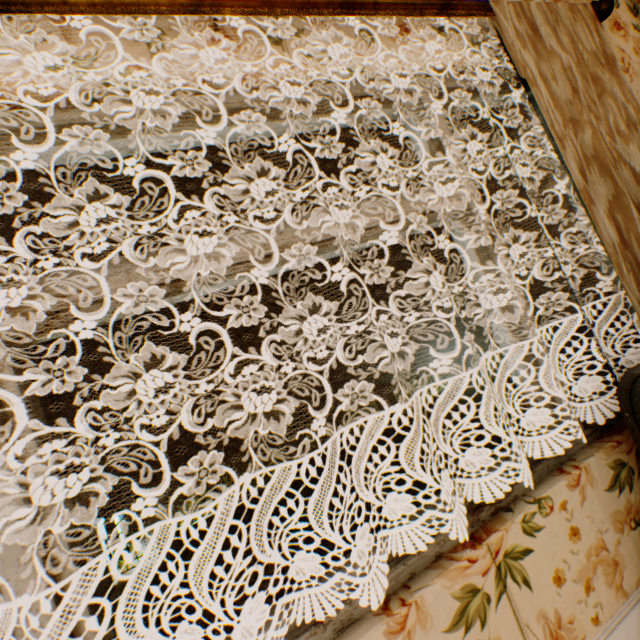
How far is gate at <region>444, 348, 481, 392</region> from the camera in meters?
17.9 m

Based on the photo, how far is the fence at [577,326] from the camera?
20.4m

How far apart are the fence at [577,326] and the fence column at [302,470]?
16.78m

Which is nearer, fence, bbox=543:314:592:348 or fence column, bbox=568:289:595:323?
fence, bbox=543:314:592:348

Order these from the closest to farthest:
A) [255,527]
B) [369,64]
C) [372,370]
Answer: [369,64]
[255,527]
[372,370]

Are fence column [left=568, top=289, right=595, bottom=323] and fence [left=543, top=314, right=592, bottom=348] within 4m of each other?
yes

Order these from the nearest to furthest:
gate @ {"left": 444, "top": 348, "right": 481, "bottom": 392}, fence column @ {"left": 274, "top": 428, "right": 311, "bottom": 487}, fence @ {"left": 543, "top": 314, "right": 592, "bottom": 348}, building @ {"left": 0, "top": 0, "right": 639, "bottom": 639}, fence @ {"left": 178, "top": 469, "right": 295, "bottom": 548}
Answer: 1. building @ {"left": 0, "top": 0, "right": 639, "bottom": 639}
2. fence @ {"left": 178, "top": 469, "right": 295, "bottom": 548}
3. fence column @ {"left": 274, "top": 428, "right": 311, "bottom": 487}
4. gate @ {"left": 444, "top": 348, "right": 481, "bottom": 392}
5. fence @ {"left": 543, "top": 314, "right": 592, "bottom": 348}

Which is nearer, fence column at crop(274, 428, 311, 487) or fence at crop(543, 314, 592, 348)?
fence column at crop(274, 428, 311, 487)
